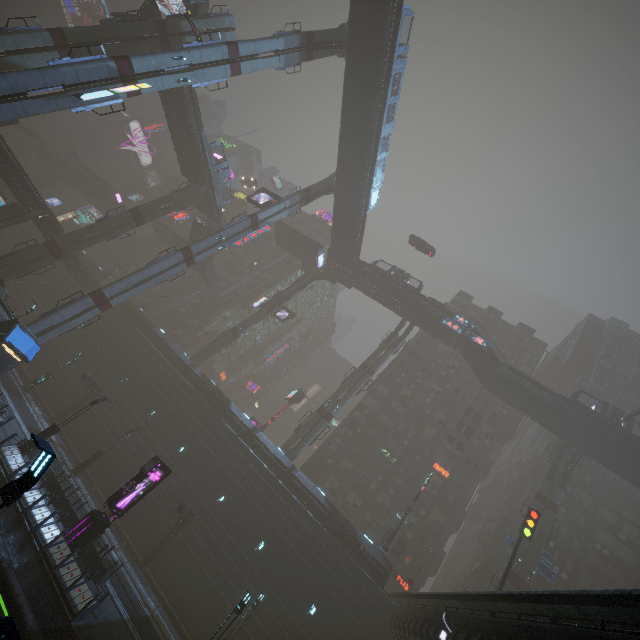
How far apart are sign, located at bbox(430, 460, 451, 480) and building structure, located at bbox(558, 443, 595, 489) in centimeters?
1098cm

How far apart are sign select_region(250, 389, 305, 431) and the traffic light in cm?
3013

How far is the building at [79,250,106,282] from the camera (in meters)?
49.97

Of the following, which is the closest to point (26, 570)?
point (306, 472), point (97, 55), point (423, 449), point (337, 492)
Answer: point (97, 55)

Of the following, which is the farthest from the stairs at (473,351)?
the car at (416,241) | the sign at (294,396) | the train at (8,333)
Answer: the train at (8,333)

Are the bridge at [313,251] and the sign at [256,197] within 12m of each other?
no

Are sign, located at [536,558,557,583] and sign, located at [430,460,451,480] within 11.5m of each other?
yes

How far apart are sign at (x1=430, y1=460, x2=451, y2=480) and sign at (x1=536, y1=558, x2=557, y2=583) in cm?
1041
